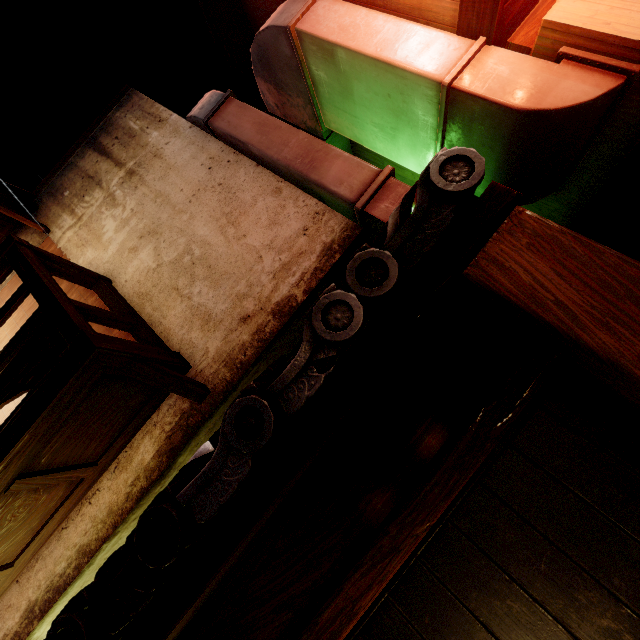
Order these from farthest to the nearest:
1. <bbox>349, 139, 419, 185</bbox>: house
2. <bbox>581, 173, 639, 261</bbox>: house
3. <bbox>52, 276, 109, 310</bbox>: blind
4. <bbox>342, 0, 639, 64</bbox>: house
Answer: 1. <bbox>349, 139, 419, 185</bbox>: house
2. <bbox>52, 276, 109, 310</bbox>: blind
3. <bbox>581, 173, 639, 261</bbox>: house
4. <bbox>342, 0, 639, 64</bbox>: house

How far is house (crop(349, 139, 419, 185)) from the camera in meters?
8.0

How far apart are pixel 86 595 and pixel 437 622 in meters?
2.7 m

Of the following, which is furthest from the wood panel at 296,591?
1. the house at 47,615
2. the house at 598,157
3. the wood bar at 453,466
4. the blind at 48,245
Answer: the blind at 48,245

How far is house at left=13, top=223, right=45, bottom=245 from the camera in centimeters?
761cm

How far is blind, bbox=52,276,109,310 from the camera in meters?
6.4

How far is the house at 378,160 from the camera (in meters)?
7.97

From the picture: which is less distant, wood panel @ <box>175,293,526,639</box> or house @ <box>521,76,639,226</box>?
wood panel @ <box>175,293,526,639</box>
